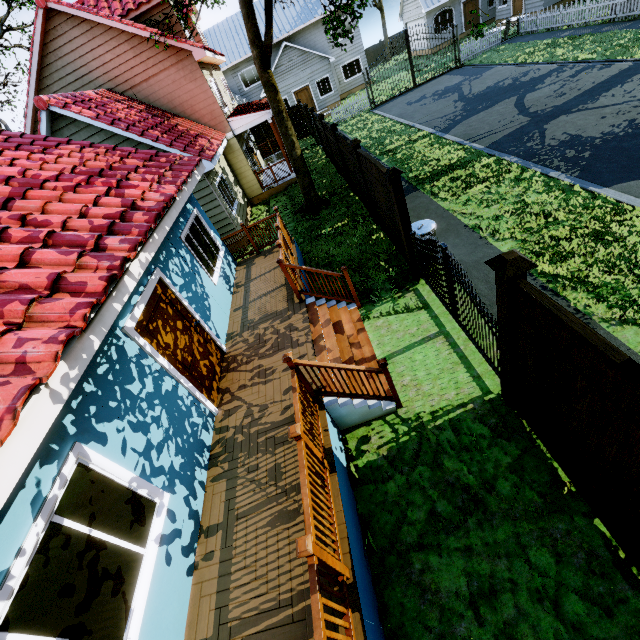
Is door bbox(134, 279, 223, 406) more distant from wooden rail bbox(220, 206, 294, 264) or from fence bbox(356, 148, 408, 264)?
fence bbox(356, 148, 408, 264)

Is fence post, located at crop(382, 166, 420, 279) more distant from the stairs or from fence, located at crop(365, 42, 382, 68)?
fence, located at crop(365, 42, 382, 68)

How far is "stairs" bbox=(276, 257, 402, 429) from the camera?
4.7 meters

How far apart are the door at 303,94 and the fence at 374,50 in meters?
18.6

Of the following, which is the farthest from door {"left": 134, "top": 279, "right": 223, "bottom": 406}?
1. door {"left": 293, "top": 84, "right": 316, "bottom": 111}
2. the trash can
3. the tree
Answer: door {"left": 293, "top": 84, "right": 316, "bottom": 111}

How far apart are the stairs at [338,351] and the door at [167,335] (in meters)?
1.88

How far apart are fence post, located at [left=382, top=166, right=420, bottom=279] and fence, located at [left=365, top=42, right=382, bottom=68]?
45.8 meters

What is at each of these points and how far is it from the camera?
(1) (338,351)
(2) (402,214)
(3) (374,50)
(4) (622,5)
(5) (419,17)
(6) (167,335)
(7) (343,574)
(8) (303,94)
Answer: (1) stairs, 5.95m
(2) fence post, 6.53m
(3) fence, 40.28m
(4) fence, 15.91m
(5) garage door, 29.92m
(6) door, 5.34m
(7) wooden rail, 3.16m
(8) door, 28.39m
